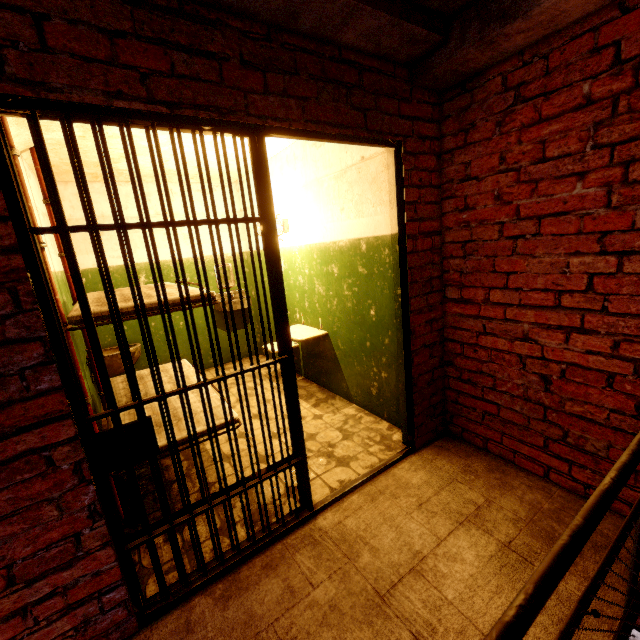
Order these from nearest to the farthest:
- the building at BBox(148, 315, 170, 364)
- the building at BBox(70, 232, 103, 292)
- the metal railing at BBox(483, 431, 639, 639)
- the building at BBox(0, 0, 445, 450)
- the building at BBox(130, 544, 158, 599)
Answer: the metal railing at BBox(483, 431, 639, 639)
the building at BBox(0, 0, 445, 450)
the building at BBox(130, 544, 158, 599)
the building at BBox(70, 232, 103, 292)
the building at BBox(148, 315, 170, 364)

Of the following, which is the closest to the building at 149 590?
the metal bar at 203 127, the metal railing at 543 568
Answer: the metal bar at 203 127

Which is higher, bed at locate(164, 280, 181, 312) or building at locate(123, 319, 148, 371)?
bed at locate(164, 280, 181, 312)

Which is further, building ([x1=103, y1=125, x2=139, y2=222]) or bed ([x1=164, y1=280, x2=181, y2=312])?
building ([x1=103, y1=125, x2=139, y2=222])

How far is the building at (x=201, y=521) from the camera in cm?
197

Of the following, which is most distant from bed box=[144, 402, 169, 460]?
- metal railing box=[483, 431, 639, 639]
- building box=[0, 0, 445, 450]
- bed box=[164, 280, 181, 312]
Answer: metal railing box=[483, 431, 639, 639]

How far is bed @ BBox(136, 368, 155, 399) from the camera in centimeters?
312cm

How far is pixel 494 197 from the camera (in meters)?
2.15
